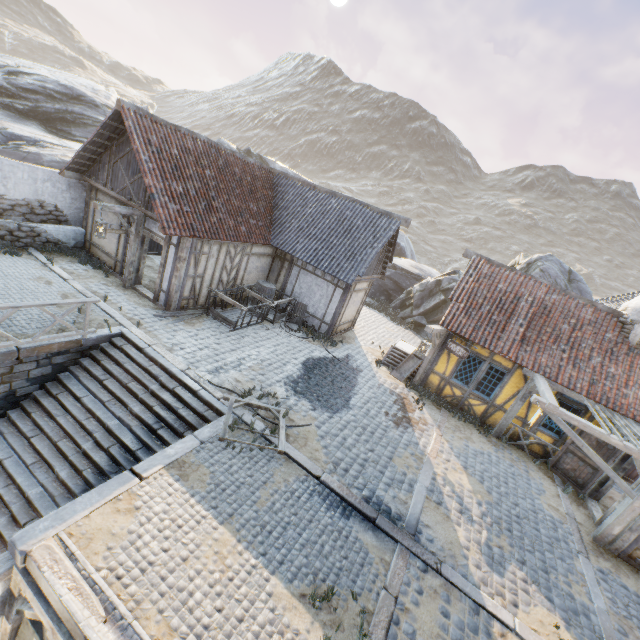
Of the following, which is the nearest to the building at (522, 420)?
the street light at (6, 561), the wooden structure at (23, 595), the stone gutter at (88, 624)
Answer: the stone gutter at (88, 624)

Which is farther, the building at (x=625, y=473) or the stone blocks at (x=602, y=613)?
the building at (x=625, y=473)

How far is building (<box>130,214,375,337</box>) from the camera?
11.2 meters

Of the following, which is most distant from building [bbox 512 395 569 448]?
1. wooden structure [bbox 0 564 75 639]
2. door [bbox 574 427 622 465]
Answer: wooden structure [bbox 0 564 75 639]

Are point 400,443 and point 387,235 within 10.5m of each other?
yes

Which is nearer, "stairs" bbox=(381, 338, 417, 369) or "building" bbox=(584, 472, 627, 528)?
"building" bbox=(584, 472, 627, 528)

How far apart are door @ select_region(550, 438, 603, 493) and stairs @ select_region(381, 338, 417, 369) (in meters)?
5.38

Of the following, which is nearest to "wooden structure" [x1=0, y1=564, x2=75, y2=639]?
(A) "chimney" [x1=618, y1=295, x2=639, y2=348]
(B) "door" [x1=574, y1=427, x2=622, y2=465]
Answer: (B) "door" [x1=574, y1=427, x2=622, y2=465]
